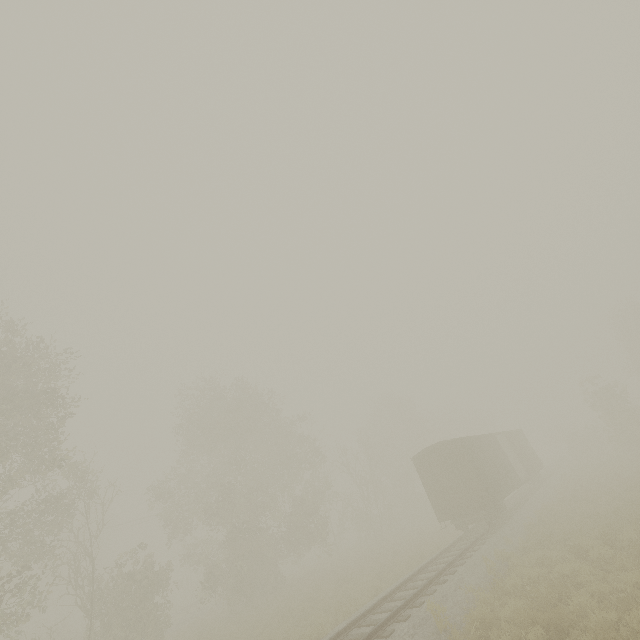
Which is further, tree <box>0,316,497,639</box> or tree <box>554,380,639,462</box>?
tree <box>554,380,639,462</box>

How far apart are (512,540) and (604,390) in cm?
2496

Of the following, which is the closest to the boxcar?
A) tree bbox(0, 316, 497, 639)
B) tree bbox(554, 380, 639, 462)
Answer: tree bbox(554, 380, 639, 462)

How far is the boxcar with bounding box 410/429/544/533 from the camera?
17.8m

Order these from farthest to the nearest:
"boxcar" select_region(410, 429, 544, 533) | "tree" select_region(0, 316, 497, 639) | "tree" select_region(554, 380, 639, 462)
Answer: "tree" select_region(554, 380, 639, 462) < "boxcar" select_region(410, 429, 544, 533) < "tree" select_region(0, 316, 497, 639)

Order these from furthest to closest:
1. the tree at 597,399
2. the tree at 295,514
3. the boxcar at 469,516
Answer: the tree at 597,399, the boxcar at 469,516, the tree at 295,514

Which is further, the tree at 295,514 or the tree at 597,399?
the tree at 597,399
